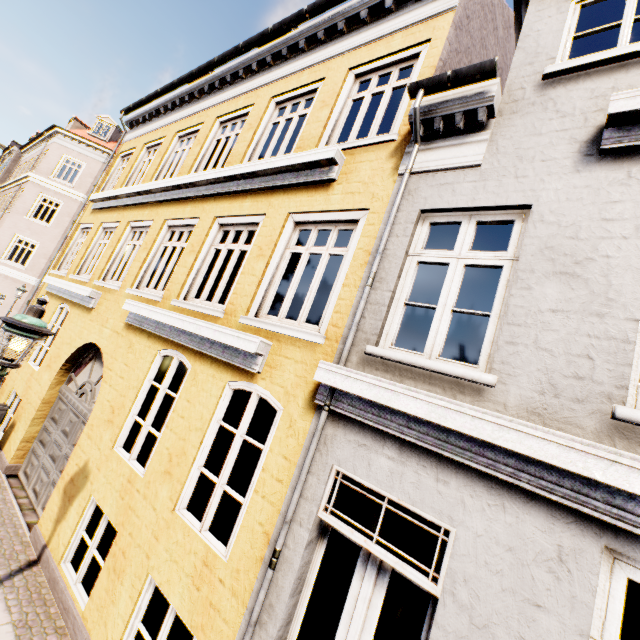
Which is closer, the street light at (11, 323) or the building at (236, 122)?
the building at (236, 122)

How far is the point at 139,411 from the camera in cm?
561

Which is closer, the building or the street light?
the building
